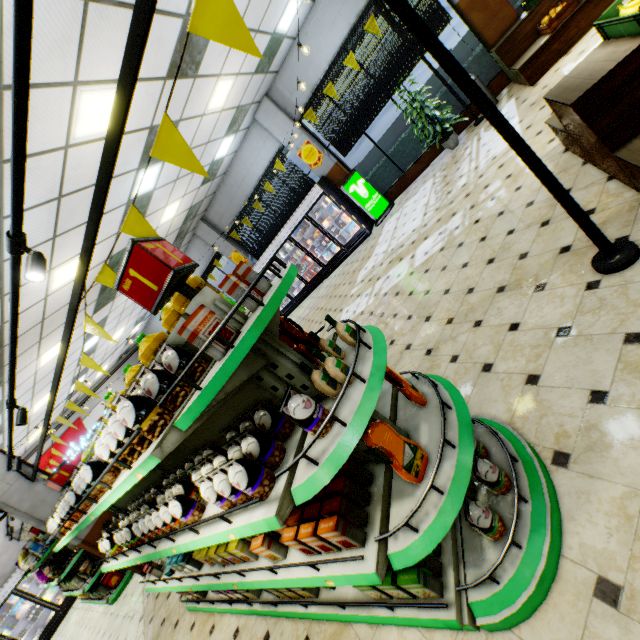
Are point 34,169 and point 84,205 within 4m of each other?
yes

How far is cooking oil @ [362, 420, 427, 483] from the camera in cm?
157

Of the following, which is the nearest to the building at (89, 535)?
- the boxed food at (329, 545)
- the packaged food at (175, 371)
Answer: the boxed food at (329, 545)

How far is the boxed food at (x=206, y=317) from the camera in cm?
130

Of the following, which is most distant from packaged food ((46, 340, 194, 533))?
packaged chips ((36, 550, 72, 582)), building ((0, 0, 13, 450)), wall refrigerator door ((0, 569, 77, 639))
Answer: wall refrigerator door ((0, 569, 77, 639))

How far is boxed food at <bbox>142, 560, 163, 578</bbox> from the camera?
3.8m

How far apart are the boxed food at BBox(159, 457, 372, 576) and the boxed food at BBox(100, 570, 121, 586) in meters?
8.1

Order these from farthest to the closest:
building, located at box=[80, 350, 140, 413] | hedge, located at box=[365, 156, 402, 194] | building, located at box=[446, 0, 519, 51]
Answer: building, located at box=[80, 350, 140, 413] < hedge, located at box=[365, 156, 402, 194] < building, located at box=[446, 0, 519, 51]
